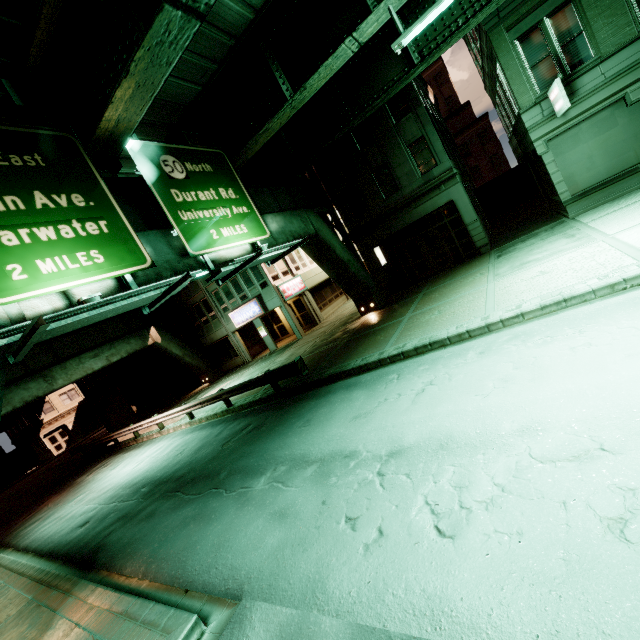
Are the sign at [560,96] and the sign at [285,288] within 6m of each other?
no

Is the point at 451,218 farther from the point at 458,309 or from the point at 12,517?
the point at 12,517

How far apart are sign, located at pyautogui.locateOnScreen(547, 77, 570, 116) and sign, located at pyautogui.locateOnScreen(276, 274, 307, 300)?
18.36m

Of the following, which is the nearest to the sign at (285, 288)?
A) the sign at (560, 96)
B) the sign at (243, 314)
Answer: the sign at (243, 314)

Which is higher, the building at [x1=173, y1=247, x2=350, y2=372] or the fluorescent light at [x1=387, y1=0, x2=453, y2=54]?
the fluorescent light at [x1=387, y1=0, x2=453, y2=54]

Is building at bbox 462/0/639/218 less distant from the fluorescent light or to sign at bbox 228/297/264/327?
the fluorescent light

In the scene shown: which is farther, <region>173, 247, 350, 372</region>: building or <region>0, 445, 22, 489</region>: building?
<region>0, 445, 22, 489</region>: building

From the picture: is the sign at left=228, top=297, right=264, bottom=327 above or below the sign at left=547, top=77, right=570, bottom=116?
below
